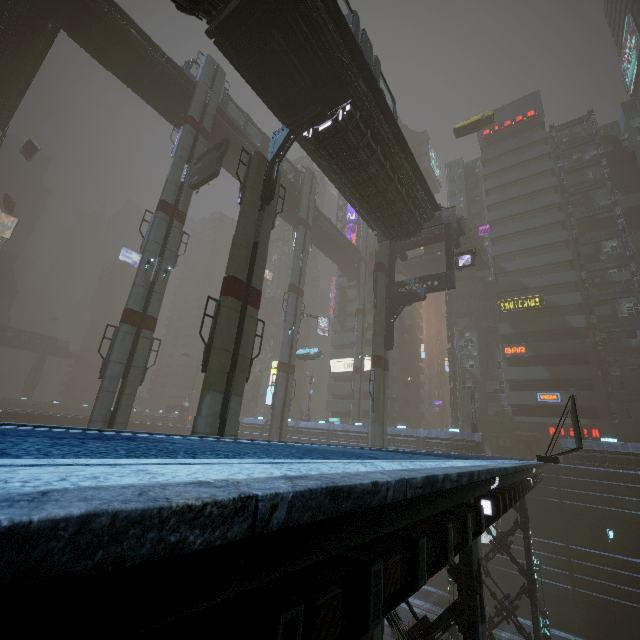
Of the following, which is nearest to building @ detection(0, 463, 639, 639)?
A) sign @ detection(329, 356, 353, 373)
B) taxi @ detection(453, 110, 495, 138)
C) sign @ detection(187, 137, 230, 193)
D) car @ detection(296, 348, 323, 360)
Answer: sign @ detection(329, 356, 353, 373)

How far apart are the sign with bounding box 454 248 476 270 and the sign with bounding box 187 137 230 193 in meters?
20.3 m

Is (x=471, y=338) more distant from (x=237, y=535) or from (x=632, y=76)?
(x=632, y=76)

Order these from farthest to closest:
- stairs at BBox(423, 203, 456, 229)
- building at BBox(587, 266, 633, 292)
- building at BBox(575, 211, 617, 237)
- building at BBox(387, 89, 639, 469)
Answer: building at BBox(575, 211, 617, 237)
building at BBox(587, 266, 633, 292)
building at BBox(387, 89, 639, 469)
stairs at BBox(423, 203, 456, 229)

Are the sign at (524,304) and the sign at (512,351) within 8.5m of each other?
yes

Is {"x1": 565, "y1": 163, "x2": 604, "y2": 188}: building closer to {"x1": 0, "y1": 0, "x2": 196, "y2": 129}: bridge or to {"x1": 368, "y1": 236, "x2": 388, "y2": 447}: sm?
{"x1": 368, "y1": 236, "x2": 388, "y2": 447}: sm

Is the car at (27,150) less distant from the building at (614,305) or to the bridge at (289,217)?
the bridge at (289,217)

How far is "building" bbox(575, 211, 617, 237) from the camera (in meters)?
42.94
